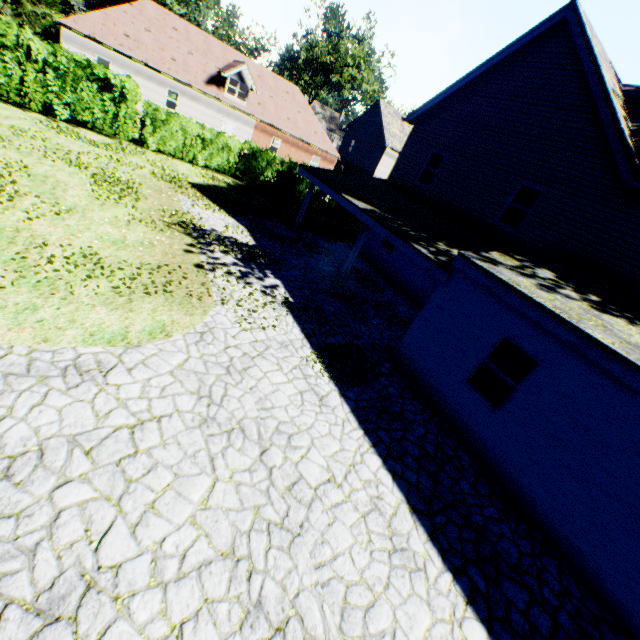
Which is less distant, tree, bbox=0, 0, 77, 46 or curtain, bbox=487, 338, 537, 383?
curtain, bbox=487, 338, 537, 383

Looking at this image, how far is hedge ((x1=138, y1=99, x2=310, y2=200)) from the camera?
16.98m

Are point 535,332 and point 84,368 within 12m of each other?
yes

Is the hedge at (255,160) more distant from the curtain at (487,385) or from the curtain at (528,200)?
the curtain at (487,385)

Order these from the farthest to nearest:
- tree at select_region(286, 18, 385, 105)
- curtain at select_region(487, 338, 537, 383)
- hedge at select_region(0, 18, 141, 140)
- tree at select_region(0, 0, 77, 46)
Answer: tree at select_region(286, 18, 385, 105) < tree at select_region(0, 0, 77, 46) < hedge at select_region(0, 18, 141, 140) < curtain at select_region(487, 338, 537, 383)

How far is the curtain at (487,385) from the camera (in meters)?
7.26

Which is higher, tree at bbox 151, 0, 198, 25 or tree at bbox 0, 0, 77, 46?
tree at bbox 151, 0, 198, 25

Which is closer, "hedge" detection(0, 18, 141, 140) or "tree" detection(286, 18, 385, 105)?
"hedge" detection(0, 18, 141, 140)
